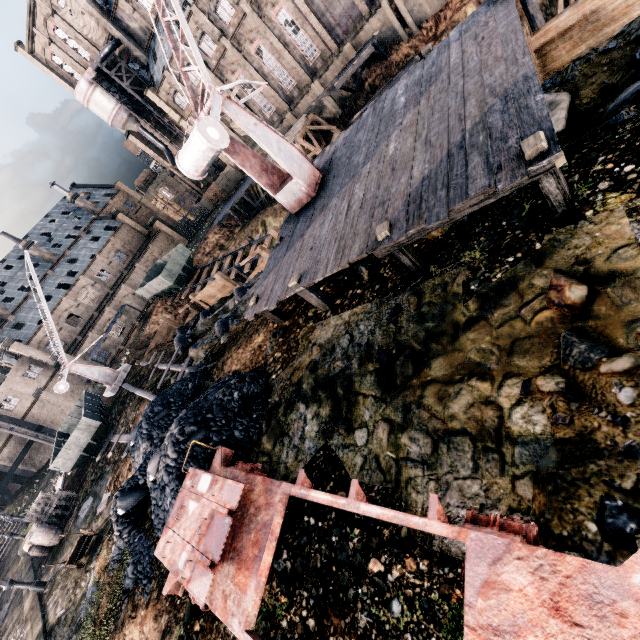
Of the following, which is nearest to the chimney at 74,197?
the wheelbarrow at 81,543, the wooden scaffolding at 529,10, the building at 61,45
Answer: the building at 61,45

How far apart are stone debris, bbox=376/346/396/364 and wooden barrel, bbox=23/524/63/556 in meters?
22.8 m

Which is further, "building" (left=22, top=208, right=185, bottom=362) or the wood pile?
"building" (left=22, top=208, right=185, bottom=362)

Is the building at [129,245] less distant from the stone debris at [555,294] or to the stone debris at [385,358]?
the stone debris at [385,358]

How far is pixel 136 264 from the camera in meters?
53.5

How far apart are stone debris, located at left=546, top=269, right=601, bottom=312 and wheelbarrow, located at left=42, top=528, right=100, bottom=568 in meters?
18.2

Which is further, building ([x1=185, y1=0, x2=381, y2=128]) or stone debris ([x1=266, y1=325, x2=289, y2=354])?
building ([x1=185, y1=0, x2=381, y2=128])

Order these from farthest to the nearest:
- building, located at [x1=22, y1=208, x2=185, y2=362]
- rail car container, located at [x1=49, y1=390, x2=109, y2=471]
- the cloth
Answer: building, located at [x1=22, y1=208, x2=185, y2=362] → the cloth → rail car container, located at [x1=49, y1=390, x2=109, y2=471]
